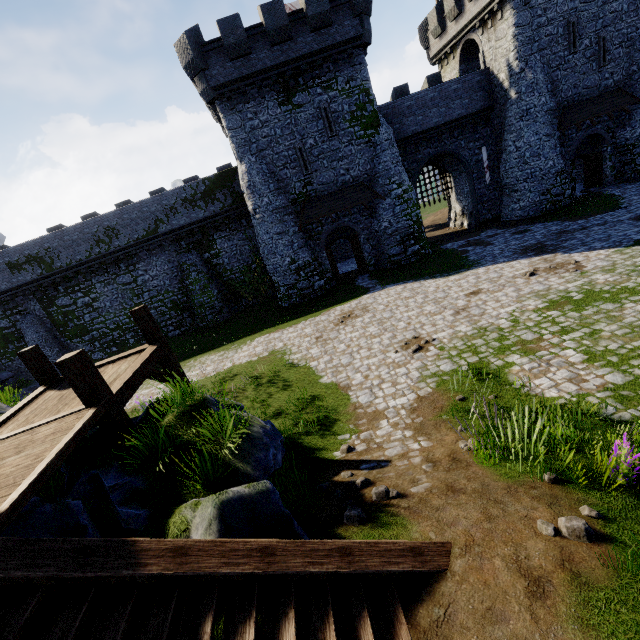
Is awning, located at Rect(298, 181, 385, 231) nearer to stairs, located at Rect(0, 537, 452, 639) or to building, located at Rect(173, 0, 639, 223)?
building, located at Rect(173, 0, 639, 223)

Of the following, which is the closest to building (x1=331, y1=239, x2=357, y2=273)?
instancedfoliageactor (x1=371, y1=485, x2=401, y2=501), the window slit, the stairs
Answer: the window slit

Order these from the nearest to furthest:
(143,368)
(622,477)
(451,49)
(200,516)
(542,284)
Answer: (200,516), (622,477), (143,368), (542,284), (451,49)

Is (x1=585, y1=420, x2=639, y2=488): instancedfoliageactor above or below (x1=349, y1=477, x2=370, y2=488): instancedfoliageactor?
below

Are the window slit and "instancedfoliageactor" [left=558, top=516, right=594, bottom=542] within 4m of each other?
no

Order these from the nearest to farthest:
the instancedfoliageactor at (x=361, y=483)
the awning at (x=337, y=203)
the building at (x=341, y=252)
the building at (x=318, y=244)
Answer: the instancedfoliageactor at (x=361, y=483)
the awning at (x=337, y=203)
the building at (x=318, y=244)
the building at (x=341, y=252)

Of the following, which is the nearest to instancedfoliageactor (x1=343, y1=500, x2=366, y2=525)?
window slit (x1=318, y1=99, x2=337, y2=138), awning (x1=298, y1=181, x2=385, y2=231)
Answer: awning (x1=298, y1=181, x2=385, y2=231)

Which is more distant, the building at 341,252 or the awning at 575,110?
the building at 341,252
